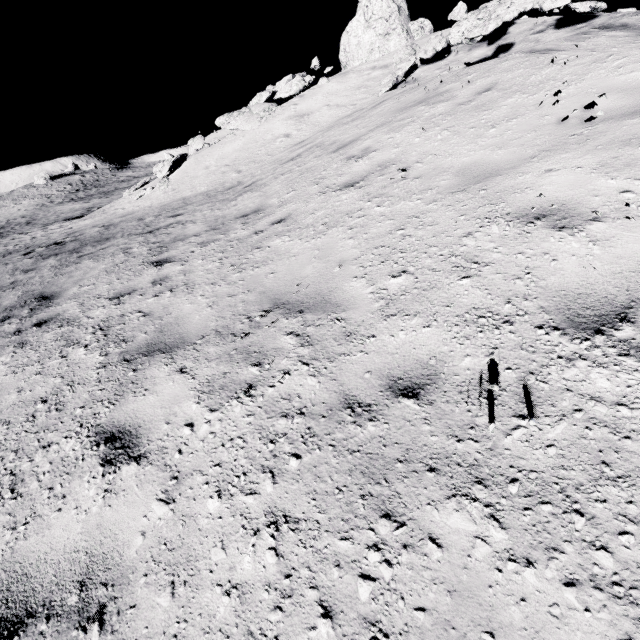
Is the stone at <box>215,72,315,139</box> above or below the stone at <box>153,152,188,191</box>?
above

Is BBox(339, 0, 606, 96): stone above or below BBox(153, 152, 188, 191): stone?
above

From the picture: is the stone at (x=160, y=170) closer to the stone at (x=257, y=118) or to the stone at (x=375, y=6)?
the stone at (x=257, y=118)

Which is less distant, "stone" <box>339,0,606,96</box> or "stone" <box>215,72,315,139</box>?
"stone" <box>339,0,606,96</box>

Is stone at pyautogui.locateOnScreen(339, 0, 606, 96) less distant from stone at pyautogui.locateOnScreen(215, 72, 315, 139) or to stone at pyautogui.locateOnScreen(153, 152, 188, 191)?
stone at pyautogui.locateOnScreen(215, 72, 315, 139)

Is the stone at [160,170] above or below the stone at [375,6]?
below

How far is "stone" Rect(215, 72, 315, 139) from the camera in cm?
1365

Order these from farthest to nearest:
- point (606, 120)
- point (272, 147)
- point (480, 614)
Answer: point (272, 147) → point (606, 120) → point (480, 614)
